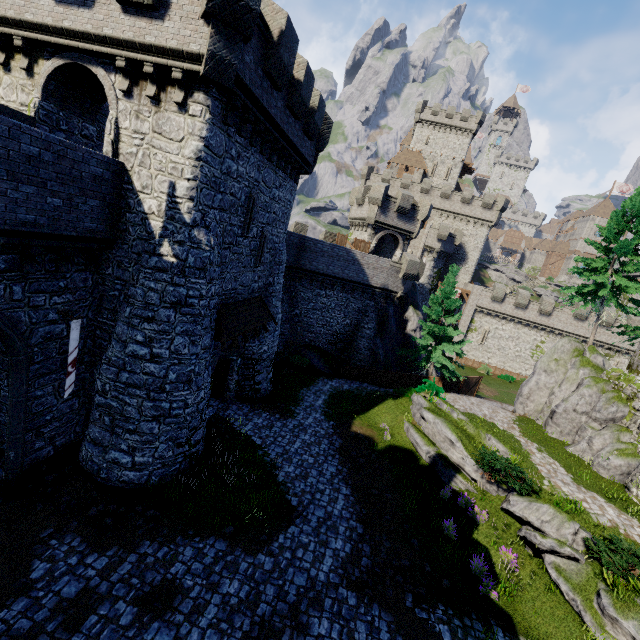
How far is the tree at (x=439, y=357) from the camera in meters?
25.4 m

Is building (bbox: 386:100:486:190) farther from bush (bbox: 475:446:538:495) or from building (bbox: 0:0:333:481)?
bush (bbox: 475:446:538:495)

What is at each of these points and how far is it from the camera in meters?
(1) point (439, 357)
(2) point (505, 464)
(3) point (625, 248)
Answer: (1) tree, 25.7
(2) bush, 14.3
(3) tree, 22.2

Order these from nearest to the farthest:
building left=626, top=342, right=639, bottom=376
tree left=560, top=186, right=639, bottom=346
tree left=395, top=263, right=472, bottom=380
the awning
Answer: the awning
building left=626, top=342, right=639, bottom=376
tree left=560, top=186, right=639, bottom=346
tree left=395, top=263, right=472, bottom=380

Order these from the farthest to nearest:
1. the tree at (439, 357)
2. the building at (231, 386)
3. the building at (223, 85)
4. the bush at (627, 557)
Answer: the tree at (439, 357), the building at (231, 386), the bush at (627, 557), the building at (223, 85)

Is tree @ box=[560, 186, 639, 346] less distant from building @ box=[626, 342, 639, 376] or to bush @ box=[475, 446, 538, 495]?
building @ box=[626, 342, 639, 376]

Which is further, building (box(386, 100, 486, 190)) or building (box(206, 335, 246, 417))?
building (box(386, 100, 486, 190))

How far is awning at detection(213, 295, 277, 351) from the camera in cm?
1364
